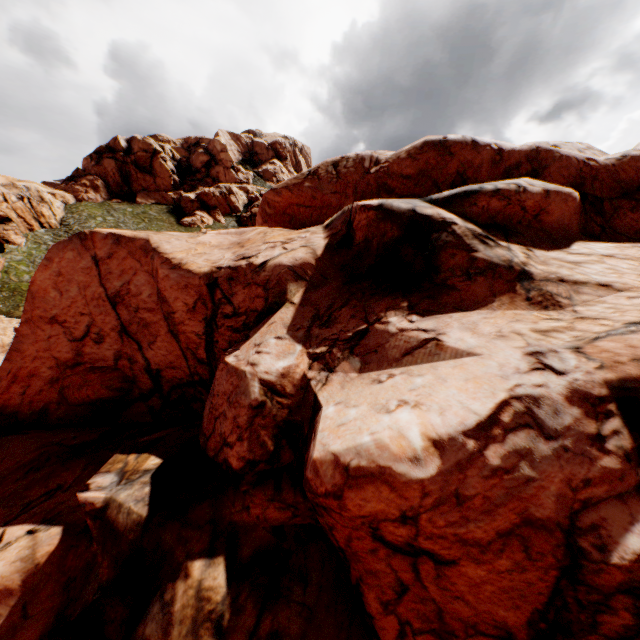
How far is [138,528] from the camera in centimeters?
958cm

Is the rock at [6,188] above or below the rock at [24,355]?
above

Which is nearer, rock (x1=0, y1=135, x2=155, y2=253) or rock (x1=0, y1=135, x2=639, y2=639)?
rock (x1=0, y1=135, x2=639, y2=639)

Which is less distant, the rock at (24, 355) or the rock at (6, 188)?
the rock at (24, 355)

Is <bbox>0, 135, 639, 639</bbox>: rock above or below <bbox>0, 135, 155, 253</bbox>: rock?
below
